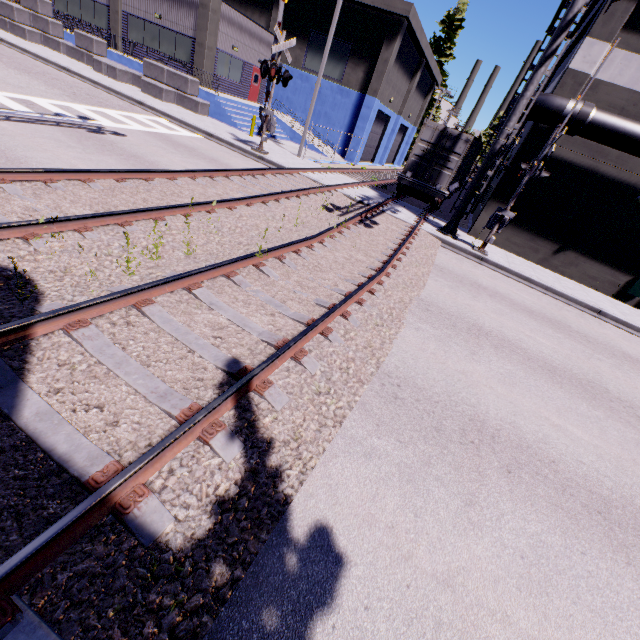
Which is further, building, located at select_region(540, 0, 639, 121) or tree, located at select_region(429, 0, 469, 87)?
tree, located at select_region(429, 0, 469, 87)

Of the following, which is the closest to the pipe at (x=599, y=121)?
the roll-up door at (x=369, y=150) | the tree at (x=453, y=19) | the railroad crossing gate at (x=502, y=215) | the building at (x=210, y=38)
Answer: the building at (x=210, y=38)

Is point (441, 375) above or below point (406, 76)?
below

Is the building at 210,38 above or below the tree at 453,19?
below

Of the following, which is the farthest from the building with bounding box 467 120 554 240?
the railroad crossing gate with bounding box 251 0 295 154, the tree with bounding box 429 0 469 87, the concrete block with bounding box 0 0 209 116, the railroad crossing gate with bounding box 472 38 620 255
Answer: the railroad crossing gate with bounding box 472 38 620 255

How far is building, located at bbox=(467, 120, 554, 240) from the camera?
14.5 meters

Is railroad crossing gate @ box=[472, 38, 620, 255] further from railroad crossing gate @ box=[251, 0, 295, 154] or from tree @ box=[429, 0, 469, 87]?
tree @ box=[429, 0, 469, 87]

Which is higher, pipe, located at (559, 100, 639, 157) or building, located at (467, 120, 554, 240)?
pipe, located at (559, 100, 639, 157)
